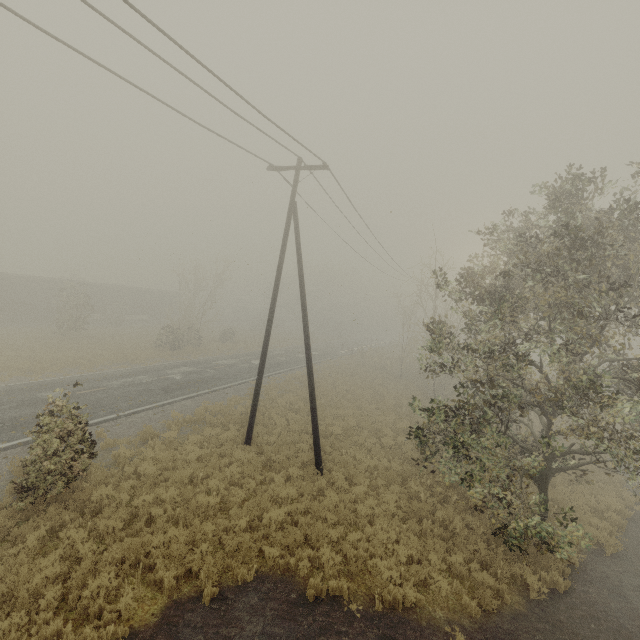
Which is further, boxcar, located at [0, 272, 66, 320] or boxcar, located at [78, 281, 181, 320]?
boxcar, located at [78, 281, 181, 320]

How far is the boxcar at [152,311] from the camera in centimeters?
3962cm

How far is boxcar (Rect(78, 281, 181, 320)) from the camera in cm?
3962

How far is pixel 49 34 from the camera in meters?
6.3

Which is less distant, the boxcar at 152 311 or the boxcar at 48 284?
the boxcar at 48 284
